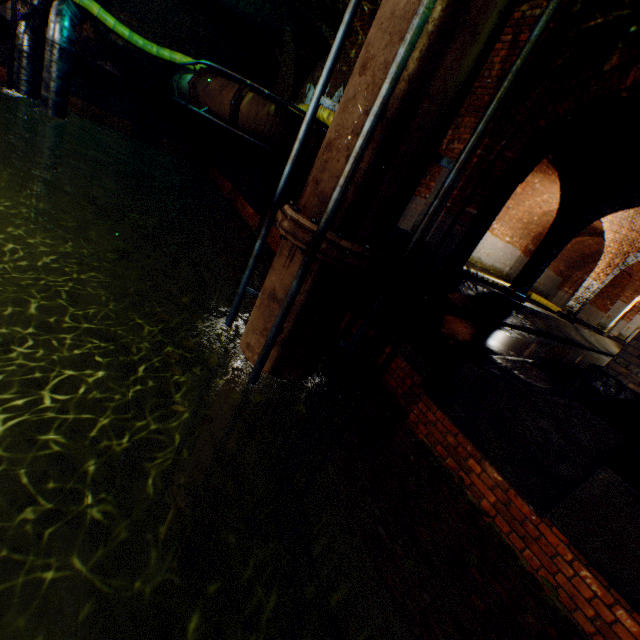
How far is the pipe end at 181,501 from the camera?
4.55m

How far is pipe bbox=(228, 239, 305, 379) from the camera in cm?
324

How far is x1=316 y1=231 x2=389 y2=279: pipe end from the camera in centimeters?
290cm

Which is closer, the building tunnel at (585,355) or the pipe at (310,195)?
the pipe at (310,195)

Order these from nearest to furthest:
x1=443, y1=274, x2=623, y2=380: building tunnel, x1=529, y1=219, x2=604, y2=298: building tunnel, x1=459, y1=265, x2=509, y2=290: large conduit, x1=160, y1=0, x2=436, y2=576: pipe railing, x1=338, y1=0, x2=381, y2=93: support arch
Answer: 1. x1=160, y1=0, x2=436, y2=576: pipe railing
2. x1=443, y1=274, x2=623, y2=380: building tunnel
3. x1=338, y1=0, x2=381, y2=93: support arch
4. x1=459, y1=265, x2=509, y2=290: large conduit
5. x1=529, y1=219, x2=604, y2=298: building tunnel

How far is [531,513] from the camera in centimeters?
296cm

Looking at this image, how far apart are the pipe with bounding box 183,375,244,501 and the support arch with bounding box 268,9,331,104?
10.79m

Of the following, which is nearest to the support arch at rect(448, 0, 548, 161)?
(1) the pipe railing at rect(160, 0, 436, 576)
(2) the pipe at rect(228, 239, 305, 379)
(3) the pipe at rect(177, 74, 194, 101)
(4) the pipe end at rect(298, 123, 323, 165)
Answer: (1) the pipe railing at rect(160, 0, 436, 576)
